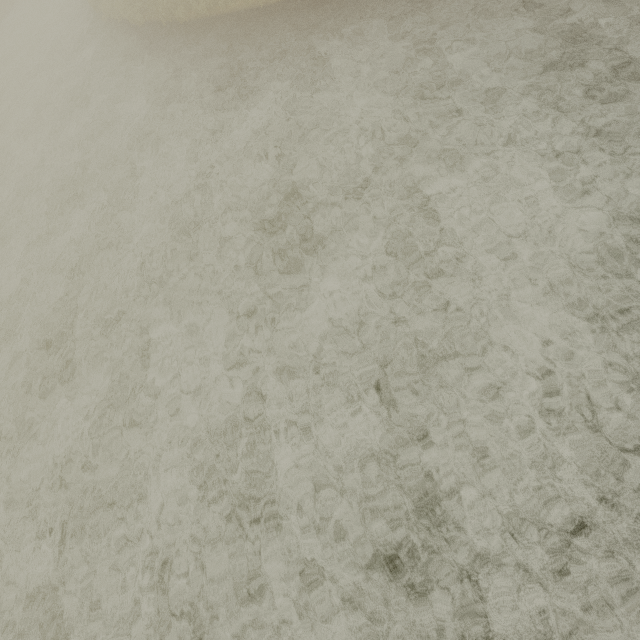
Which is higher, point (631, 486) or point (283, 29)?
point (283, 29)
